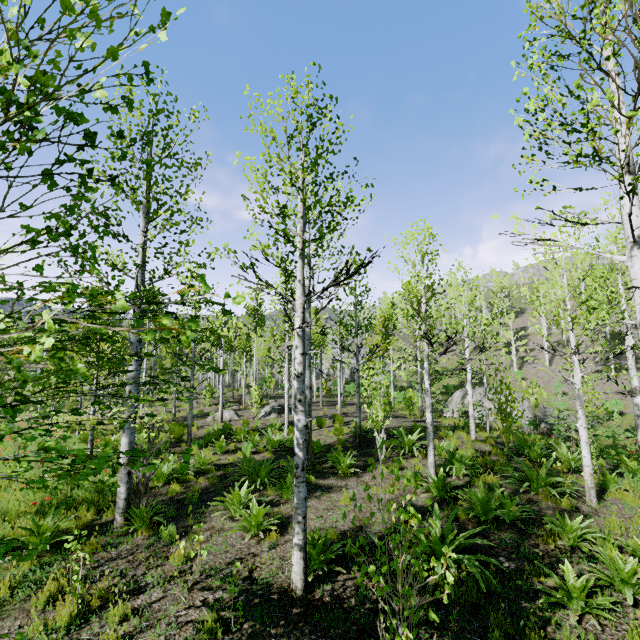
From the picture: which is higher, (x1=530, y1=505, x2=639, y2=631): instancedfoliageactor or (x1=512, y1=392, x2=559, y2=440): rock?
(x1=530, y1=505, x2=639, y2=631): instancedfoliageactor

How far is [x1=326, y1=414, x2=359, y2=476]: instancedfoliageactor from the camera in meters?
9.2 m

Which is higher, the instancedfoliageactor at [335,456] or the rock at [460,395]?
the rock at [460,395]

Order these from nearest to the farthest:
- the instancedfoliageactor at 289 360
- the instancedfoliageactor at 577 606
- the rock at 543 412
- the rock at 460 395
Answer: the instancedfoliageactor at 289 360
the instancedfoliageactor at 577 606
the rock at 543 412
the rock at 460 395

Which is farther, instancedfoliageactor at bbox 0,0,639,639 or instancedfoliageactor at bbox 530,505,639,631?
instancedfoliageactor at bbox 530,505,639,631

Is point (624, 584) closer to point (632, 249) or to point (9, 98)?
point (632, 249)

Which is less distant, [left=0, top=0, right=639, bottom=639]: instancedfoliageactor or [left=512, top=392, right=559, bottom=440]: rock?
[left=0, top=0, right=639, bottom=639]: instancedfoliageactor
